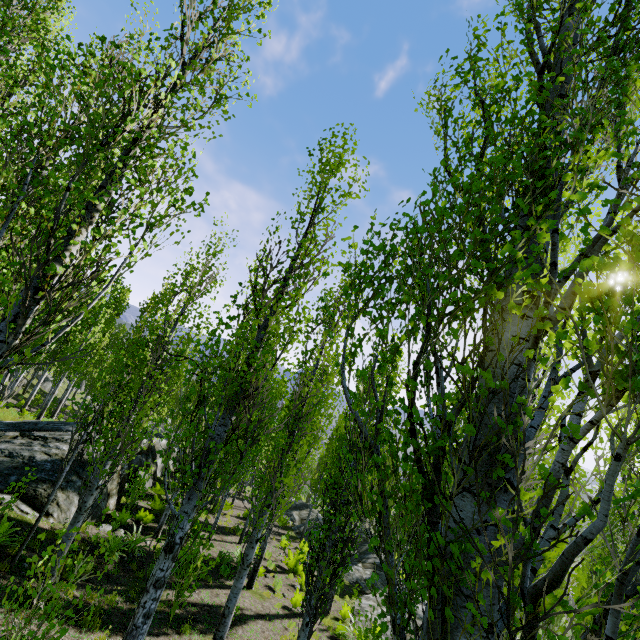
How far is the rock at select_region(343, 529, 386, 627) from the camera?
14.24m

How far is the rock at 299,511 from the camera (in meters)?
23.93

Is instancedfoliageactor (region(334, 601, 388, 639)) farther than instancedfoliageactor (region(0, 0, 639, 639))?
Yes

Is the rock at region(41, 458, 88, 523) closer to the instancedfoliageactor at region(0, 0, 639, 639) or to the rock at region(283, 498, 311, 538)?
the instancedfoliageactor at region(0, 0, 639, 639)

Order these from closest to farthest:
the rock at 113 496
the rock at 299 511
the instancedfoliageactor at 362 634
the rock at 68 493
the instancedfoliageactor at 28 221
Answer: the instancedfoliageactor at 28 221 < the instancedfoliageactor at 362 634 < the rock at 68 493 < the rock at 113 496 < the rock at 299 511

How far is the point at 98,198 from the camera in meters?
4.7

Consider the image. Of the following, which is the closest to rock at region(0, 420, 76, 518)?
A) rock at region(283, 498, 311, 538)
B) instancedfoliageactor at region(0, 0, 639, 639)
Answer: instancedfoliageactor at region(0, 0, 639, 639)
